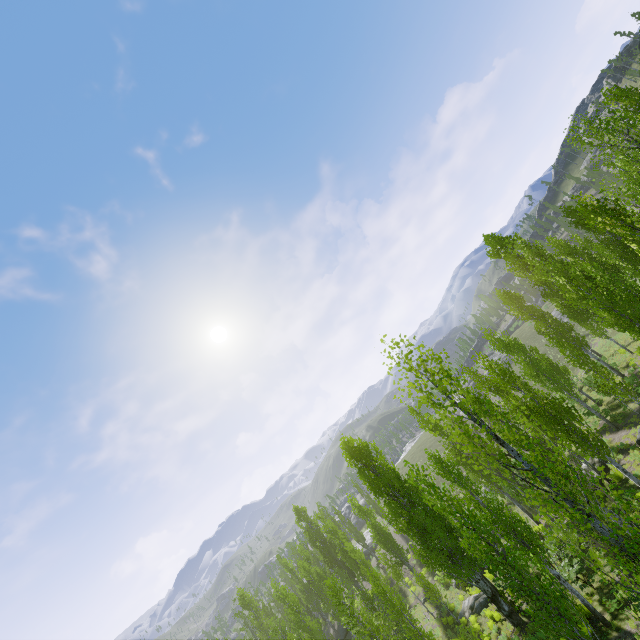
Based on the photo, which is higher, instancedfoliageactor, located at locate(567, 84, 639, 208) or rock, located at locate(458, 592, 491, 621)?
instancedfoliageactor, located at locate(567, 84, 639, 208)

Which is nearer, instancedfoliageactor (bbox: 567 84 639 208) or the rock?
instancedfoliageactor (bbox: 567 84 639 208)

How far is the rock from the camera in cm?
2269

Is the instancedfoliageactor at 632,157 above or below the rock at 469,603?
above

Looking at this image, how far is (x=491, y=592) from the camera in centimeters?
1908cm

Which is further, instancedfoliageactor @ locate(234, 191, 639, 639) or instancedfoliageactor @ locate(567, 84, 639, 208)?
instancedfoliageactor @ locate(567, 84, 639, 208)

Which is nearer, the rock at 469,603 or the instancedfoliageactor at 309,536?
the instancedfoliageactor at 309,536
